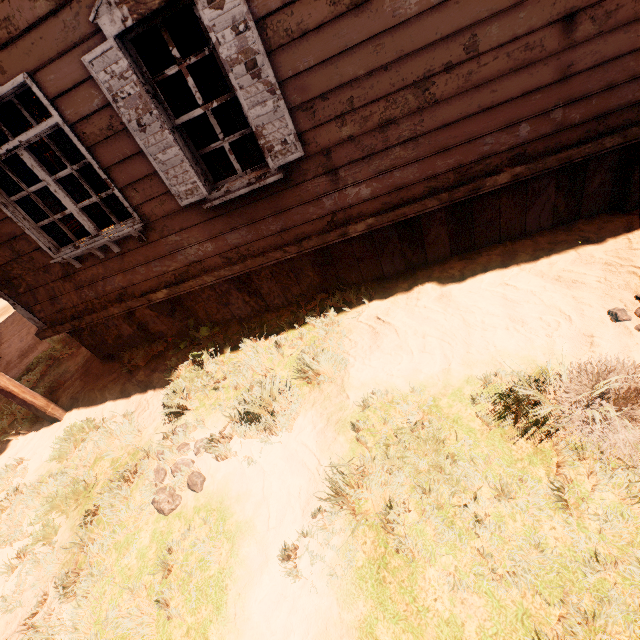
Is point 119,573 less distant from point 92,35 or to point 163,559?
point 163,559

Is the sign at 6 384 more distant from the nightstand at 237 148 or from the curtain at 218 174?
the nightstand at 237 148

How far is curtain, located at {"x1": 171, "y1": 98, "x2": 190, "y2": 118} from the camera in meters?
3.1

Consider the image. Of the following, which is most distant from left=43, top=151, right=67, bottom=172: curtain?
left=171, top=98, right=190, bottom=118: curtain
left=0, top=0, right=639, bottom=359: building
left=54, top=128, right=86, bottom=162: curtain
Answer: left=171, top=98, right=190, bottom=118: curtain

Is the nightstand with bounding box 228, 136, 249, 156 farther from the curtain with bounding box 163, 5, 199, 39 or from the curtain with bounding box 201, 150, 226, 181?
the curtain with bounding box 201, 150, 226, 181

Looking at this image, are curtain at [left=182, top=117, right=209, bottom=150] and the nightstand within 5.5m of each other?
no

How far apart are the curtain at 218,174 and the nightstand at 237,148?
7.2 meters

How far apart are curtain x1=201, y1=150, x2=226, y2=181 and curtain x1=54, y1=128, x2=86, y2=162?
0.9 meters
